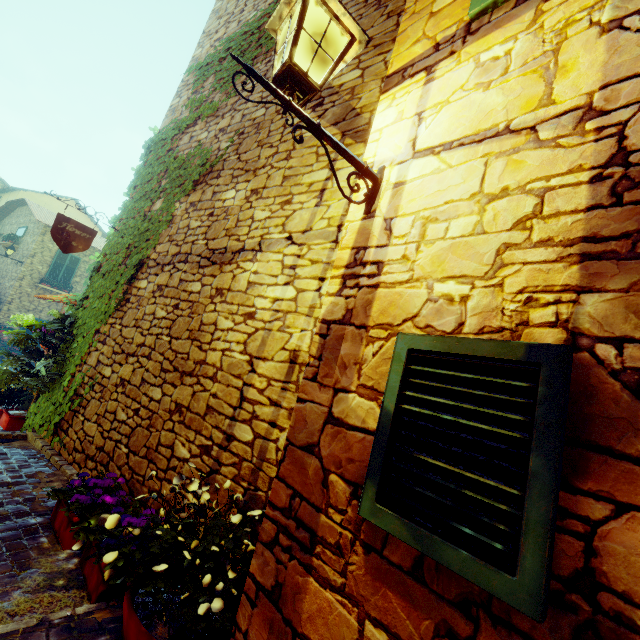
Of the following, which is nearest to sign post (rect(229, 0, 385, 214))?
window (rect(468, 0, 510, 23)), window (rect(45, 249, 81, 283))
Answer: window (rect(468, 0, 510, 23))

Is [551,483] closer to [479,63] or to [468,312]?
[468,312]

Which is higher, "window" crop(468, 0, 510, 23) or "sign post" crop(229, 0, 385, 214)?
"window" crop(468, 0, 510, 23)

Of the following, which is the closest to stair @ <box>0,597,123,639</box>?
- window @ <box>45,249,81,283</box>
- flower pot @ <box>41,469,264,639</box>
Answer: flower pot @ <box>41,469,264,639</box>

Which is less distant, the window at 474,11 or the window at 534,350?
the window at 534,350

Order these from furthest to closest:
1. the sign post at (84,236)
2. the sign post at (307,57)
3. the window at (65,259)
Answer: the window at (65,259) < the sign post at (84,236) < the sign post at (307,57)

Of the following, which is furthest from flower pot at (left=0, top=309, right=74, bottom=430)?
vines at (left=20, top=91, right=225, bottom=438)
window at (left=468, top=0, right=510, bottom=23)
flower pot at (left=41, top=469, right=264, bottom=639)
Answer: window at (left=468, top=0, right=510, bottom=23)
